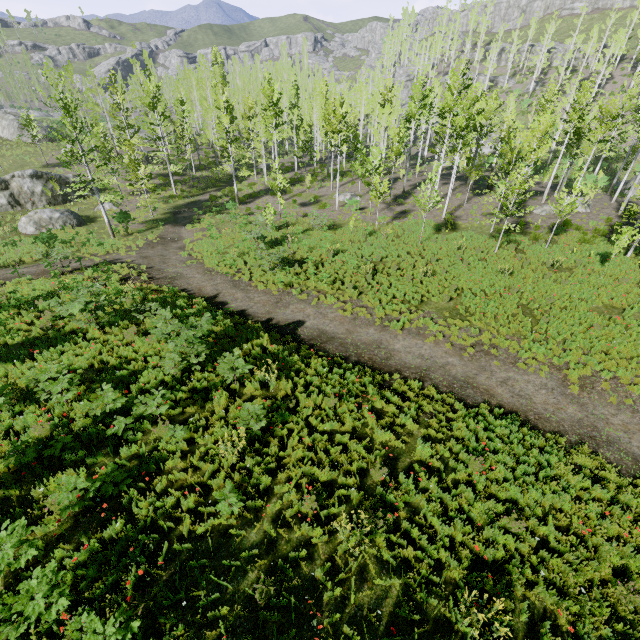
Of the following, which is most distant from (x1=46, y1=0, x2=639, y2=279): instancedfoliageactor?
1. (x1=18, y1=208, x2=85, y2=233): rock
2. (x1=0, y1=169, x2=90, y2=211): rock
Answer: (x1=18, y1=208, x2=85, y2=233): rock

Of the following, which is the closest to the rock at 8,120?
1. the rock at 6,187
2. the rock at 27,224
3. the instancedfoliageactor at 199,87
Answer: the instancedfoliageactor at 199,87

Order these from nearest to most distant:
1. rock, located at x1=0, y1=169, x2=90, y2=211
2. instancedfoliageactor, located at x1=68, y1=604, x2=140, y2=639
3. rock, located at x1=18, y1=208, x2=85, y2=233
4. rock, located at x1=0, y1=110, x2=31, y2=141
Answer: instancedfoliageactor, located at x1=68, y1=604, x2=140, y2=639 < rock, located at x1=18, y1=208, x2=85, y2=233 < rock, located at x1=0, y1=169, x2=90, y2=211 < rock, located at x1=0, y1=110, x2=31, y2=141

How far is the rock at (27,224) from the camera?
25.6m

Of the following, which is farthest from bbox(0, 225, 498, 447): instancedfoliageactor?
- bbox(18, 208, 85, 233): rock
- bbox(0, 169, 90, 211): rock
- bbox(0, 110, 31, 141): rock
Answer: bbox(18, 208, 85, 233): rock

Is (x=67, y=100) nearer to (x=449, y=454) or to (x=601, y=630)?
(x=449, y=454)

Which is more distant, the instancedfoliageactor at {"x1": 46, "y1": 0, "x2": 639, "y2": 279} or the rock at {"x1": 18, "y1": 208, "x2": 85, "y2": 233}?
the rock at {"x1": 18, "y1": 208, "x2": 85, "y2": 233}

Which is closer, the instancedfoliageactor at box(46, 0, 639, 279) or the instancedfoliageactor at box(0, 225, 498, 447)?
the instancedfoliageactor at box(0, 225, 498, 447)
